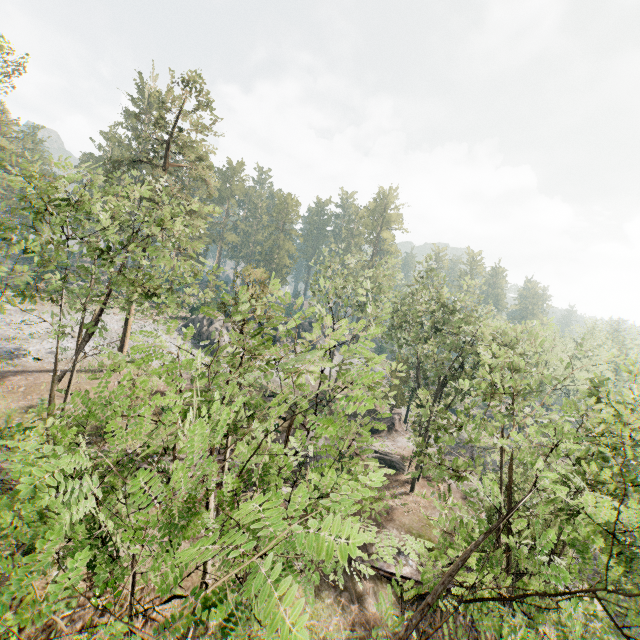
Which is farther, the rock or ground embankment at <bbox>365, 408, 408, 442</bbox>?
the rock

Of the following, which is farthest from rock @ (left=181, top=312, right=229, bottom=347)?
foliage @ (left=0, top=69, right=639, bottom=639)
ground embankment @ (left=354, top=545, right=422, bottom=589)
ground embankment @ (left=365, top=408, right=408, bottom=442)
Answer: ground embankment @ (left=354, top=545, right=422, bottom=589)

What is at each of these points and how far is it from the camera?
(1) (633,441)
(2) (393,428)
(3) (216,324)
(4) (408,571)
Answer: (1) foliage, 11.64m
(2) ground embankment, 41.72m
(3) rock, 47.09m
(4) ground embankment, 20.38m

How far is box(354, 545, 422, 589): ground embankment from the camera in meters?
20.0 m

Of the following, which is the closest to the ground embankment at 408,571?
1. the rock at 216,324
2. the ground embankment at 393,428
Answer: the ground embankment at 393,428

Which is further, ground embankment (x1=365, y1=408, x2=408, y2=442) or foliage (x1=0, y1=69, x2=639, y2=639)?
ground embankment (x1=365, y1=408, x2=408, y2=442)

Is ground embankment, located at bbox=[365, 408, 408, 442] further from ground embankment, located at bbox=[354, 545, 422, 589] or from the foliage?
ground embankment, located at bbox=[354, 545, 422, 589]

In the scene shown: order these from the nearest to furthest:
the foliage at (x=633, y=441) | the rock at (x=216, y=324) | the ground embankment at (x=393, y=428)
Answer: the foliage at (x=633, y=441)
the ground embankment at (x=393, y=428)
the rock at (x=216, y=324)
